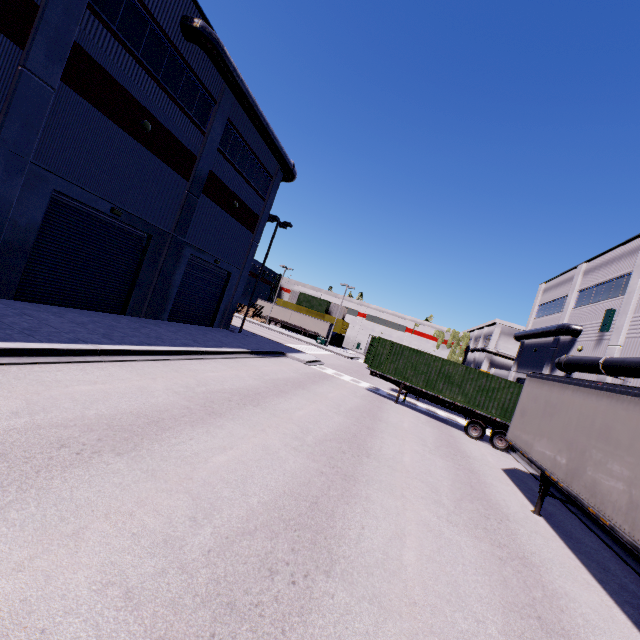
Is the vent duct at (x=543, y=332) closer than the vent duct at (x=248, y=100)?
No

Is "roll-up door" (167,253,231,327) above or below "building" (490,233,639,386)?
below

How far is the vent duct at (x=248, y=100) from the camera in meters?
14.5 m

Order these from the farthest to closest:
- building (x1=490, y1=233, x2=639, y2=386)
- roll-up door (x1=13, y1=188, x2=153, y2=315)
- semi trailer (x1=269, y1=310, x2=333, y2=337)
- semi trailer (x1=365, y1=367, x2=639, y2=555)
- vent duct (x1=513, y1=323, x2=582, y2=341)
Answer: semi trailer (x1=269, y1=310, x2=333, y2=337)
vent duct (x1=513, y1=323, x2=582, y2=341)
building (x1=490, y1=233, x2=639, y2=386)
roll-up door (x1=13, y1=188, x2=153, y2=315)
semi trailer (x1=365, y1=367, x2=639, y2=555)

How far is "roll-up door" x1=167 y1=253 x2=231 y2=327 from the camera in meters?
20.5

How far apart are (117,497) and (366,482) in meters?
5.1 m

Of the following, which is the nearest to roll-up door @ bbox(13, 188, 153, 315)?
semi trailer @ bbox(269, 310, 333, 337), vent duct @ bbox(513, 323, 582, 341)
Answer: semi trailer @ bbox(269, 310, 333, 337)

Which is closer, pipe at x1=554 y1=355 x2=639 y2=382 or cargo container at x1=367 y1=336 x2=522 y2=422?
pipe at x1=554 y1=355 x2=639 y2=382
